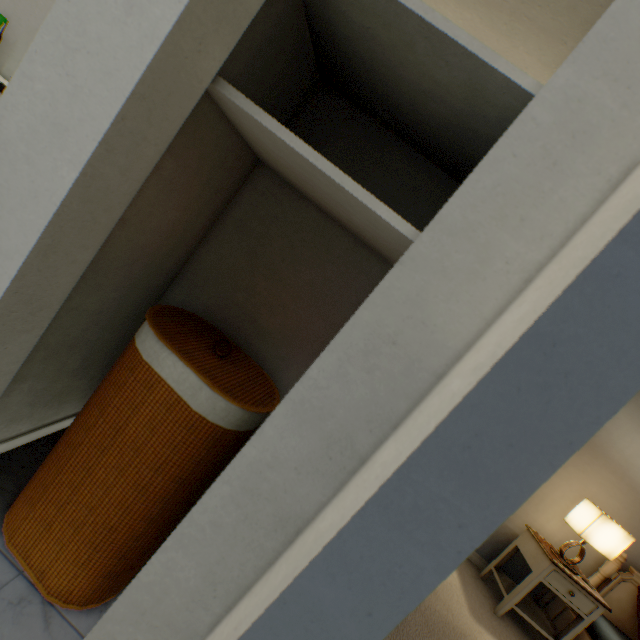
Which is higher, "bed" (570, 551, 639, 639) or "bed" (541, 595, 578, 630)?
"bed" (570, 551, 639, 639)

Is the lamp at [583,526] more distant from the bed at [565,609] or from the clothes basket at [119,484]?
the clothes basket at [119,484]

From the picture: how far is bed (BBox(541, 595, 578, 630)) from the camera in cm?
226

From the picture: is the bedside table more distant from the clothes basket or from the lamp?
the clothes basket

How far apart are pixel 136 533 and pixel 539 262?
1.0 meters

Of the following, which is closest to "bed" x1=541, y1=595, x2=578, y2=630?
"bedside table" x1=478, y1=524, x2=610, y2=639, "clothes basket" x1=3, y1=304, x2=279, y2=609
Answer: "bedside table" x1=478, y1=524, x2=610, y2=639

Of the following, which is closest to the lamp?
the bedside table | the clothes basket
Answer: the bedside table

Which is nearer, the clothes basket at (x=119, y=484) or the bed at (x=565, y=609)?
the clothes basket at (x=119, y=484)
